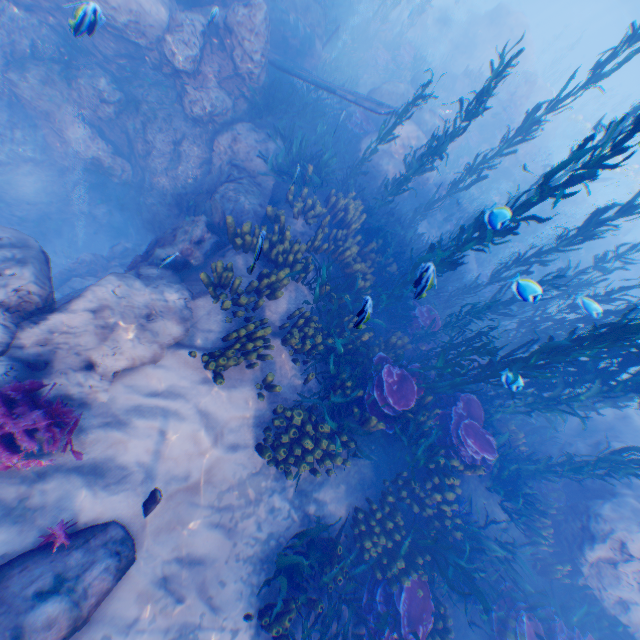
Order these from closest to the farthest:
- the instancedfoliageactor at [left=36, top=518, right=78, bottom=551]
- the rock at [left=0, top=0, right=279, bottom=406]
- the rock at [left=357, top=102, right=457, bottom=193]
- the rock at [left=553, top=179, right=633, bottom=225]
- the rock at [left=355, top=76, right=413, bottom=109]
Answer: the instancedfoliageactor at [left=36, top=518, right=78, bottom=551] → the rock at [left=0, top=0, right=279, bottom=406] → the rock at [left=357, top=102, right=457, bottom=193] → the rock at [left=355, top=76, right=413, bottom=109] → the rock at [left=553, top=179, right=633, bottom=225]

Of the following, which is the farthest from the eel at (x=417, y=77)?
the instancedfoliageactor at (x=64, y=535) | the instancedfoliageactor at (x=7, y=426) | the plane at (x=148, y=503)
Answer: the instancedfoliageactor at (x=64, y=535)

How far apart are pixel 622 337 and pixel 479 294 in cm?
843

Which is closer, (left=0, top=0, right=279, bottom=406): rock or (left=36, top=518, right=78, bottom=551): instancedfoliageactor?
(left=36, top=518, right=78, bottom=551): instancedfoliageactor

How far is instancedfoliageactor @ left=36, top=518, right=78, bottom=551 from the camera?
4.3m

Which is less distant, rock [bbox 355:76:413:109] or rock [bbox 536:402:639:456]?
rock [bbox 536:402:639:456]

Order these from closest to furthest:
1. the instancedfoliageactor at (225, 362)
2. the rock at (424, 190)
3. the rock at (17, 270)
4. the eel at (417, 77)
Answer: the rock at (17, 270) < the instancedfoliageactor at (225, 362) < the rock at (424, 190) < the eel at (417, 77)
